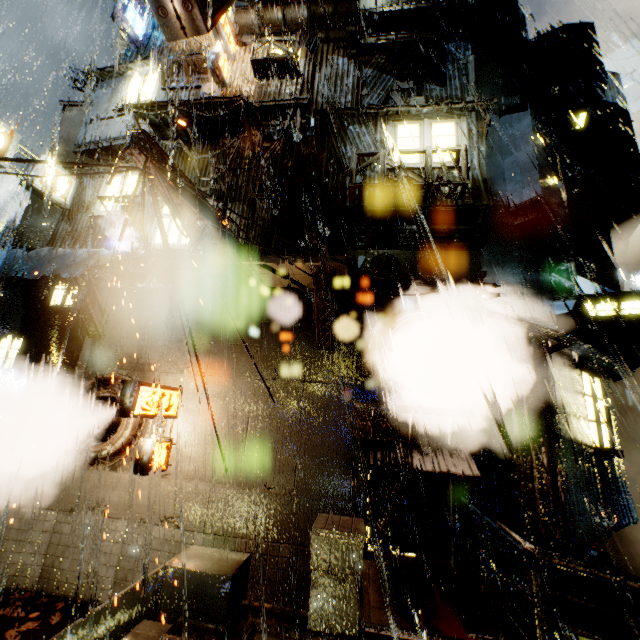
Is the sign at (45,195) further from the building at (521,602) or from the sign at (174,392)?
the sign at (174,392)

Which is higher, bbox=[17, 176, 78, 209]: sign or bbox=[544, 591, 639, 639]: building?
bbox=[17, 176, 78, 209]: sign

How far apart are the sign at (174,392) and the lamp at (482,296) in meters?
8.4

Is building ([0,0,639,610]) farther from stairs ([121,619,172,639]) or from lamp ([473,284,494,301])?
stairs ([121,619,172,639])

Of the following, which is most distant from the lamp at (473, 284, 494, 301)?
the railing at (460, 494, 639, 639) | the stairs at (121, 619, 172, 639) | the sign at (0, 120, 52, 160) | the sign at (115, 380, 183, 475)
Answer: the sign at (0, 120, 52, 160)

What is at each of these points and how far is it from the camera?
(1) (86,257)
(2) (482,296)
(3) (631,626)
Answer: (1) cloth, 8.67m
(2) lamp, 8.53m
(3) building, 6.23m

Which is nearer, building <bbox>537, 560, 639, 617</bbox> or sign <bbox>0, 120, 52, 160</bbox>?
building <bbox>537, 560, 639, 617</bbox>

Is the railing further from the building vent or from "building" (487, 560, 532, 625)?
the building vent
